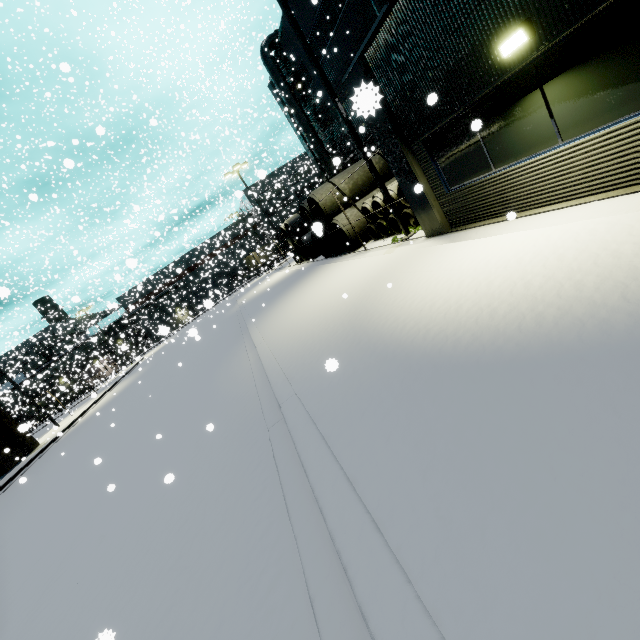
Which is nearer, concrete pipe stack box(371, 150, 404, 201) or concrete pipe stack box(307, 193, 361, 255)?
concrete pipe stack box(371, 150, 404, 201)

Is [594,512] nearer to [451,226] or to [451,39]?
[451,39]

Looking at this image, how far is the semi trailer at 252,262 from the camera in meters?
48.0 m

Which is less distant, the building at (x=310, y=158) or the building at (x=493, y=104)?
the building at (x=493, y=104)

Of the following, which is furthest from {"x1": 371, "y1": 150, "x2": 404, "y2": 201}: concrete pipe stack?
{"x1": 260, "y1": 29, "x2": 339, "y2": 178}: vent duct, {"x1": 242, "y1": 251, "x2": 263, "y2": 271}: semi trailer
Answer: {"x1": 242, "y1": 251, "x2": 263, "y2": 271}: semi trailer

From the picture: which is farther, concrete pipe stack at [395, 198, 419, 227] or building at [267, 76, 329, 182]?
building at [267, 76, 329, 182]

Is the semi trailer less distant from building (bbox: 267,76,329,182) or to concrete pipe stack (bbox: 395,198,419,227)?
building (bbox: 267,76,329,182)
